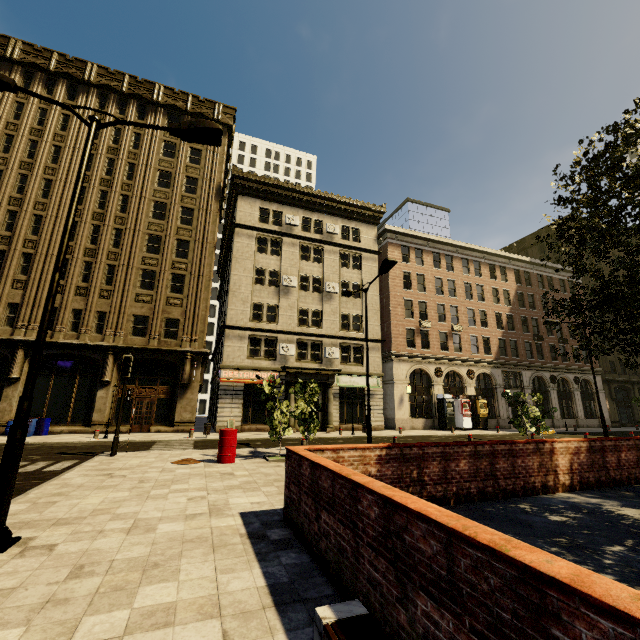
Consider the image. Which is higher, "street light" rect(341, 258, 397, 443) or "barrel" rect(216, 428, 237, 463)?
"street light" rect(341, 258, 397, 443)

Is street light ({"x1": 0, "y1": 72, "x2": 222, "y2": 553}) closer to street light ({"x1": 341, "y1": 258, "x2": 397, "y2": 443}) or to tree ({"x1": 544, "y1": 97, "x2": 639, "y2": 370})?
street light ({"x1": 341, "y1": 258, "x2": 397, "y2": 443})

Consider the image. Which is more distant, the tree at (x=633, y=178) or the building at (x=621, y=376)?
the building at (x=621, y=376)

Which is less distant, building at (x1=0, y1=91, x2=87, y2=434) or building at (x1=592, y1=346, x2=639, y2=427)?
building at (x1=0, y1=91, x2=87, y2=434)

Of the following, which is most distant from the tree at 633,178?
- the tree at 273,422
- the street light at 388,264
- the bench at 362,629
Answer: the tree at 273,422

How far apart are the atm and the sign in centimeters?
799cm

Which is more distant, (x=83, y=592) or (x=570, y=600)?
(x=83, y=592)

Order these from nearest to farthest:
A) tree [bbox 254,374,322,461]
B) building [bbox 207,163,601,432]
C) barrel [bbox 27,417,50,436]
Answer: tree [bbox 254,374,322,461]
barrel [bbox 27,417,50,436]
building [bbox 207,163,601,432]
